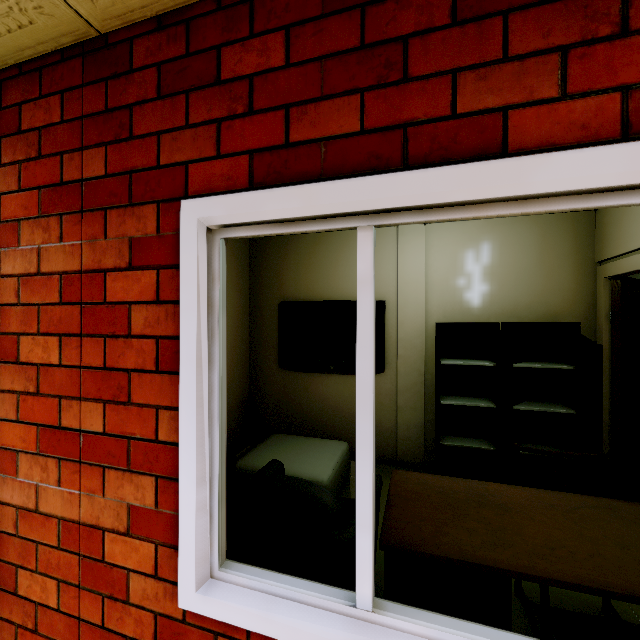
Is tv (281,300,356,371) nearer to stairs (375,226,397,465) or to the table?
stairs (375,226,397,465)

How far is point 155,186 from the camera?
1.2m

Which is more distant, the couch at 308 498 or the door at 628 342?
the door at 628 342

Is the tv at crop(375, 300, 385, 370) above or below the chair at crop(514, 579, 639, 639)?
above

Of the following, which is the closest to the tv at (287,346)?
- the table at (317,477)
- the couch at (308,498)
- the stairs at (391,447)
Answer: the stairs at (391,447)

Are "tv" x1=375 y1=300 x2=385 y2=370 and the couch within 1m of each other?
no

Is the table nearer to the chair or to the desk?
the desk

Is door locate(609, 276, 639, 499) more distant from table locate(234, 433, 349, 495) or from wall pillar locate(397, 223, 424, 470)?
table locate(234, 433, 349, 495)
